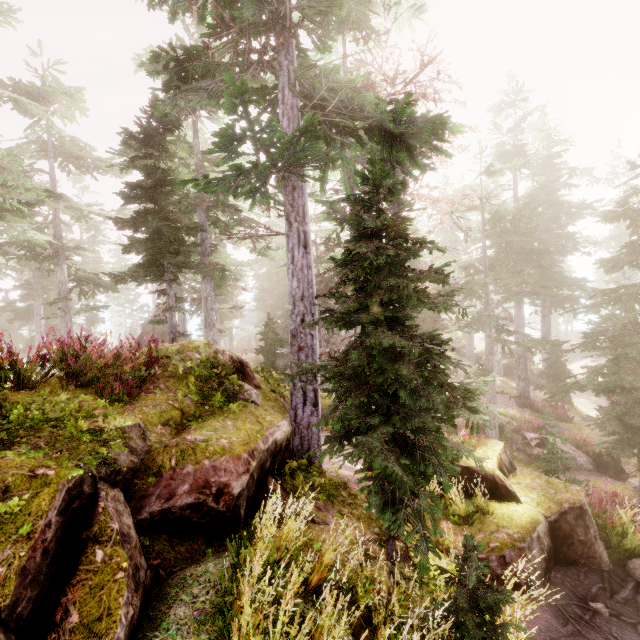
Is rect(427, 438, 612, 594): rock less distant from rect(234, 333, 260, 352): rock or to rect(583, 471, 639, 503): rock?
rect(583, 471, 639, 503): rock

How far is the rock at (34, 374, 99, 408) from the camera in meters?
4.9

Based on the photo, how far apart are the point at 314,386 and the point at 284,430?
1.5 meters

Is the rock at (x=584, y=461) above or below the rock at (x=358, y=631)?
below

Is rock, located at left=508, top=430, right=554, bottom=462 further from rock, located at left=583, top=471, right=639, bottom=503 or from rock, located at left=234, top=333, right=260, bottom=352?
rock, located at left=234, top=333, right=260, bottom=352

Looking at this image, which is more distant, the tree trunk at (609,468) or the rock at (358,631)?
the tree trunk at (609,468)

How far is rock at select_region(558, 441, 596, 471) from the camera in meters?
17.7 m

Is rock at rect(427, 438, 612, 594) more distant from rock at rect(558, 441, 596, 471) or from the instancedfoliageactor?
rock at rect(558, 441, 596, 471)
